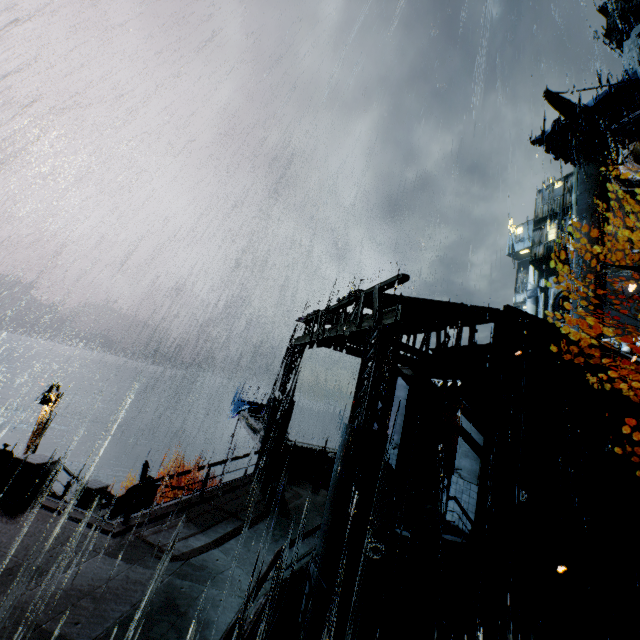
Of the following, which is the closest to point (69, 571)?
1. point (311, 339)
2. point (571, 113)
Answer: point (311, 339)

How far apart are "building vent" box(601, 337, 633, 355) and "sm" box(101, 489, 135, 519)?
34.3 meters

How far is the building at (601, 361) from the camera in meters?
14.6 m

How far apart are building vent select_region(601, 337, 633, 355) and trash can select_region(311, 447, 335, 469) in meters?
25.7

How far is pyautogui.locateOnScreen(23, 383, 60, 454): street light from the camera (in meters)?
18.86

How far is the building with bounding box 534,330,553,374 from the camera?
13.49m

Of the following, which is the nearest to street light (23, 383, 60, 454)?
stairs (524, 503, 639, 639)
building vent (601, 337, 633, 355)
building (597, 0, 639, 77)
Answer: building (597, 0, 639, 77)
